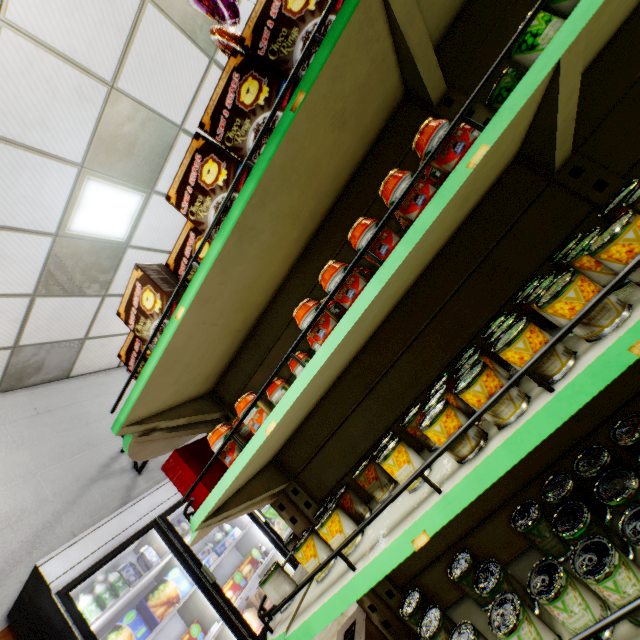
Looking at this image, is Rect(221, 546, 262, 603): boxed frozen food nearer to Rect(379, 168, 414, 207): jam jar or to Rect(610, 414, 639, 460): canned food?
Rect(610, 414, 639, 460): canned food

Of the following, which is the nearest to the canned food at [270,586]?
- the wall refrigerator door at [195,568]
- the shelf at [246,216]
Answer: the shelf at [246,216]

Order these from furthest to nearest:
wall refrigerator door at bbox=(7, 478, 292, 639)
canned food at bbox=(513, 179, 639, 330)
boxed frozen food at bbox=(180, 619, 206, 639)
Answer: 1. boxed frozen food at bbox=(180, 619, 206, 639)
2. wall refrigerator door at bbox=(7, 478, 292, 639)
3. canned food at bbox=(513, 179, 639, 330)

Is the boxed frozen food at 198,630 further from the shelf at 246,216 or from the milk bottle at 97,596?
the shelf at 246,216

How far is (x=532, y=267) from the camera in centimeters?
136cm

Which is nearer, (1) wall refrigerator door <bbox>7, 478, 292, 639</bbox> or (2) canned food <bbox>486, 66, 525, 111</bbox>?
(2) canned food <bbox>486, 66, 525, 111</bbox>

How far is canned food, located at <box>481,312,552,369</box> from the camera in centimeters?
93cm

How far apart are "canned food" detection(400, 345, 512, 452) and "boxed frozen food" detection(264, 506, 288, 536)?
4.0 meters
